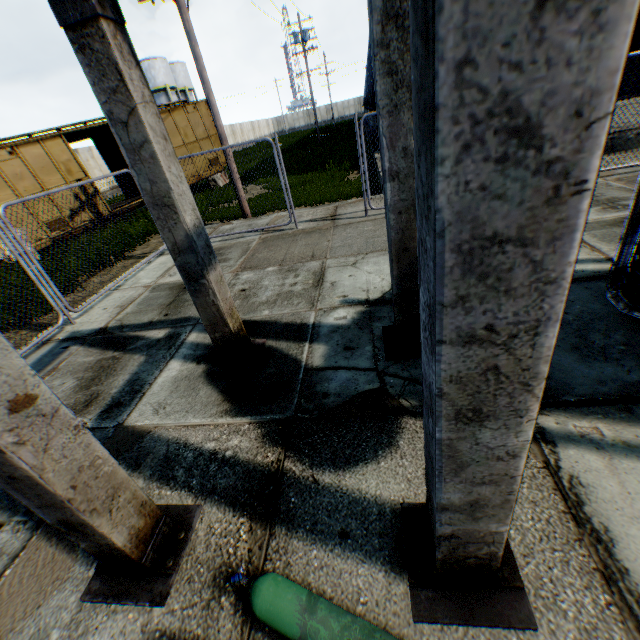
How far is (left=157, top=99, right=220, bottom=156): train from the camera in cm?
1579

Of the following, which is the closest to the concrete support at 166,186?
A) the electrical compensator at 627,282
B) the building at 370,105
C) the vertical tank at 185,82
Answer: the electrical compensator at 627,282

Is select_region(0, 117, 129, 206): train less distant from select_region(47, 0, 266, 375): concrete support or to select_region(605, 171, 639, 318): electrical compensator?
select_region(47, 0, 266, 375): concrete support

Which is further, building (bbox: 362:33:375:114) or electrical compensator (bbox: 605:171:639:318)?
building (bbox: 362:33:375:114)

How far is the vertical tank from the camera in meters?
42.1 m

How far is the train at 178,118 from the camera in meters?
15.8 m

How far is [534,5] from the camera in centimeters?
51cm

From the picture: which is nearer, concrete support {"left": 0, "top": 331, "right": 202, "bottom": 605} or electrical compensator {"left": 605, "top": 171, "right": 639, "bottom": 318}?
concrete support {"left": 0, "top": 331, "right": 202, "bottom": 605}
